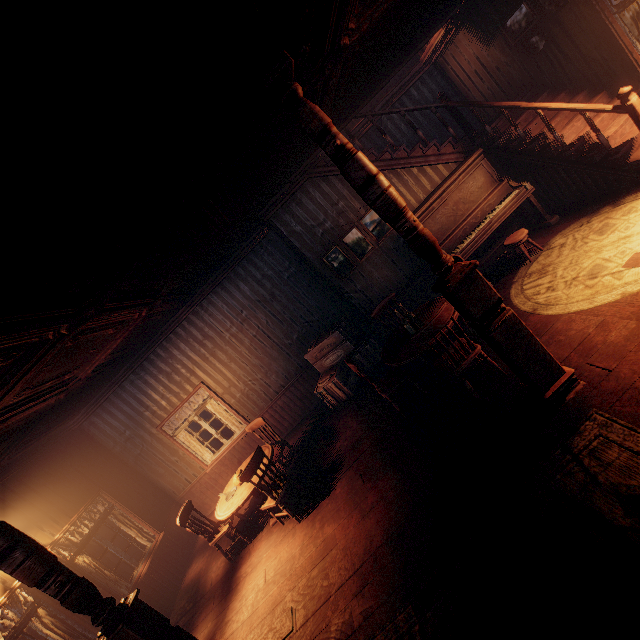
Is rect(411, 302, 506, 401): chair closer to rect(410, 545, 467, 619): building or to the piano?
rect(410, 545, 467, 619): building

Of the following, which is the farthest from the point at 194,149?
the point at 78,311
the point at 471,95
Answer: the point at 471,95

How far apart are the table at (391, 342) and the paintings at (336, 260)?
1.56m

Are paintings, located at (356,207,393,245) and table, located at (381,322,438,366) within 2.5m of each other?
yes

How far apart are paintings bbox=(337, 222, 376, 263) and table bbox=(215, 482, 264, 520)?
3.42m

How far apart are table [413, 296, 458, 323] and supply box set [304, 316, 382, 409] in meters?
1.3 m

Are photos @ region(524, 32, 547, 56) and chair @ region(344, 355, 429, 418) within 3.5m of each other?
no

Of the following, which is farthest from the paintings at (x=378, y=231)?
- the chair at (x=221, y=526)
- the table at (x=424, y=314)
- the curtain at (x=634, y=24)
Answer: the chair at (x=221, y=526)
